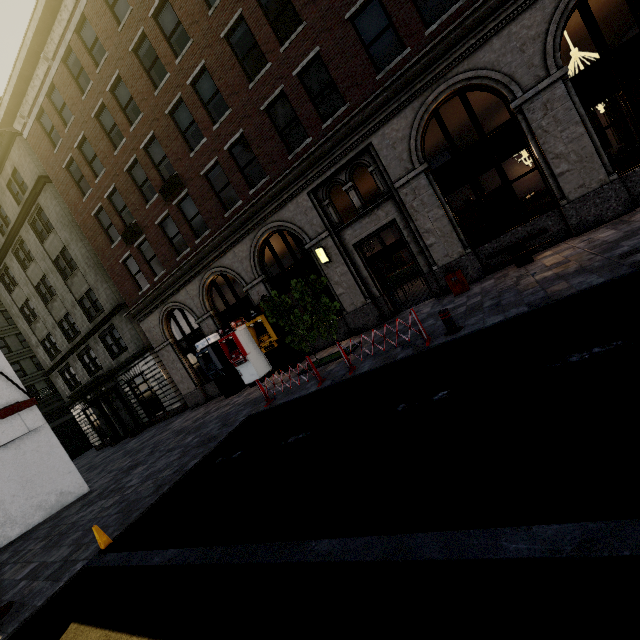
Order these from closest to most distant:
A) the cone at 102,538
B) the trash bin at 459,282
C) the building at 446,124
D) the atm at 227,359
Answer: the cone at 102,538 < the building at 446,124 < the trash bin at 459,282 < the atm at 227,359

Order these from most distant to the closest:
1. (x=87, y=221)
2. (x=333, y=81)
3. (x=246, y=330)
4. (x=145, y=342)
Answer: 1. (x=145, y=342)
2. (x=87, y=221)
3. (x=246, y=330)
4. (x=333, y=81)

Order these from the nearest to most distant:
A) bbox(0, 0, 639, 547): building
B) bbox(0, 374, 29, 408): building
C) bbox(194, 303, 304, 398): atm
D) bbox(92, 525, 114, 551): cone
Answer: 1. bbox(92, 525, 114, 551): cone
2. bbox(0, 0, 639, 547): building
3. bbox(0, 374, 29, 408): building
4. bbox(194, 303, 304, 398): atm

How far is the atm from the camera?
14.05m

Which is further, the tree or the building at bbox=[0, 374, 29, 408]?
the building at bbox=[0, 374, 29, 408]

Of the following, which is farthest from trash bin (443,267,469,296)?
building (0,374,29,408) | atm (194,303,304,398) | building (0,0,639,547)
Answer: building (0,374,29,408)

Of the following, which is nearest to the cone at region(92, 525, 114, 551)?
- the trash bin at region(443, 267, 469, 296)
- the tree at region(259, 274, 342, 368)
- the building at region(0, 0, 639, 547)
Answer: the tree at region(259, 274, 342, 368)

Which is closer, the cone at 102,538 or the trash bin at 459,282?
the cone at 102,538
